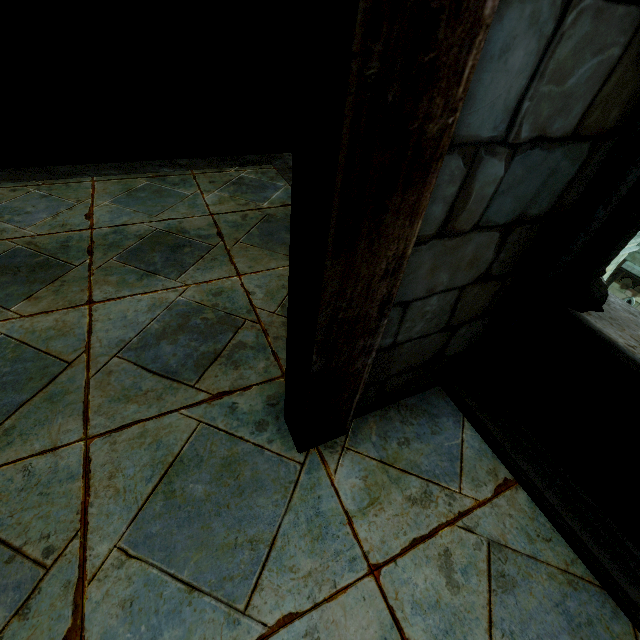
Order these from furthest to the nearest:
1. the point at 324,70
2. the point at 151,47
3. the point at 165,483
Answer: the point at 151,47 → the point at 165,483 → the point at 324,70
